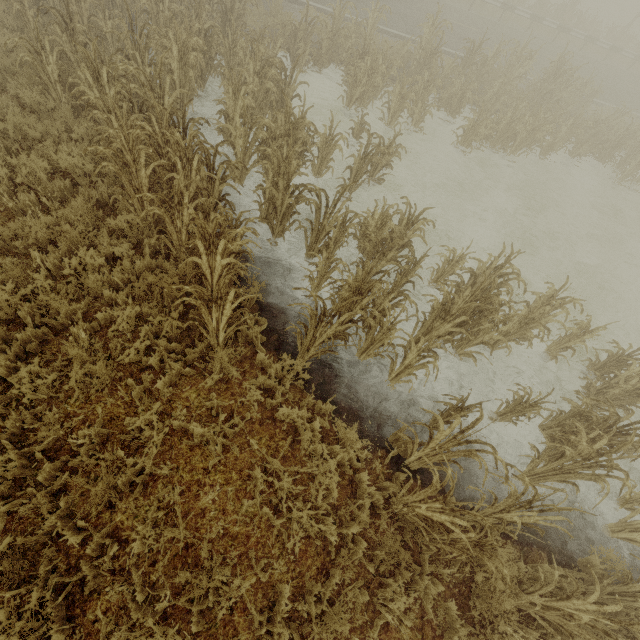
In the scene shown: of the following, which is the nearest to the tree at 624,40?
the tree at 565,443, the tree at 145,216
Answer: the tree at 145,216

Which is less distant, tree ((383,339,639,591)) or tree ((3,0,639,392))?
tree ((383,339,639,591))

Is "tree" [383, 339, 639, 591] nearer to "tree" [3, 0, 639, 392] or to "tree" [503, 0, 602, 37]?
"tree" [3, 0, 639, 392]

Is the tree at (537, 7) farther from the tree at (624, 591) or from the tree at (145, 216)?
the tree at (624, 591)

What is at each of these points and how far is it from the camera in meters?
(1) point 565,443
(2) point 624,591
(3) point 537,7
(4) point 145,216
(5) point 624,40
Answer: (1) tree, 4.7
(2) tree, 4.2
(3) tree, 20.9
(4) tree, 5.4
(5) tree, 22.2

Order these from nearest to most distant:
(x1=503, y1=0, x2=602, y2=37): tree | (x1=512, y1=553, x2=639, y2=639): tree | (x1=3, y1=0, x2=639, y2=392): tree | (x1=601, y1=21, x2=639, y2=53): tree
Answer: (x1=512, y1=553, x2=639, y2=639): tree → (x1=3, y1=0, x2=639, y2=392): tree → (x1=503, y1=0, x2=602, y2=37): tree → (x1=601, y1=21, x2=639, y2=53): tree

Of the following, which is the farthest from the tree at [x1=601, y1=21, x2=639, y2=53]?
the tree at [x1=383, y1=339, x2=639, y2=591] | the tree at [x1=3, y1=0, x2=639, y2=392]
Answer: the tree at [x1=383, y1=339, x2=639, y2=591]
